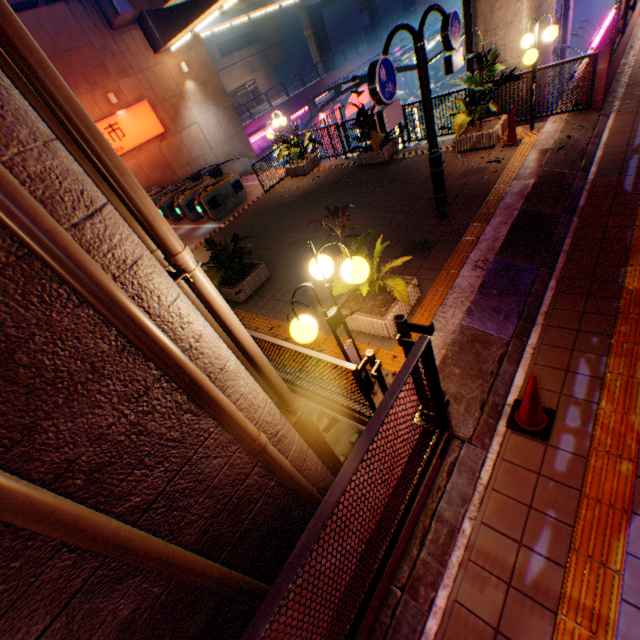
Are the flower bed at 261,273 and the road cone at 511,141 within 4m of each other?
no

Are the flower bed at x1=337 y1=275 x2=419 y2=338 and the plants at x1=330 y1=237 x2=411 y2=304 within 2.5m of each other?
yes

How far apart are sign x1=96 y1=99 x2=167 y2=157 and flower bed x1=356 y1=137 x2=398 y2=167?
12.60m

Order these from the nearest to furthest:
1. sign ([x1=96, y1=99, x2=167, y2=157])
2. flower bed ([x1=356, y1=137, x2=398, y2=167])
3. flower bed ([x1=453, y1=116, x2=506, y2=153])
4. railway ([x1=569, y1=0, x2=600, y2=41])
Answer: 1. flower bed ([x1=453, y1=116, x2=506, y2=153])
2. flower bed ([x1=356, y1=137, x2=398, y2=167])
3. sign ([x1=96, y1=99, x2=167, y2=157])
4. railway ([x1=569, y1=0, x2=600, y2=41])

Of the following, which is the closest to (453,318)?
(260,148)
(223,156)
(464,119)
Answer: (464,119)

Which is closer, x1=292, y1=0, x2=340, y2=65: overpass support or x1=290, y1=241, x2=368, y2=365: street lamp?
x1=290, y1=241, x2=368, y2=365: street lamp

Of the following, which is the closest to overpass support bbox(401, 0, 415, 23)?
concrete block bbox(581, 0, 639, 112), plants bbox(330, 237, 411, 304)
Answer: concrete block bbox(581, 0, 639, 112)

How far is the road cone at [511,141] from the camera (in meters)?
7.80
